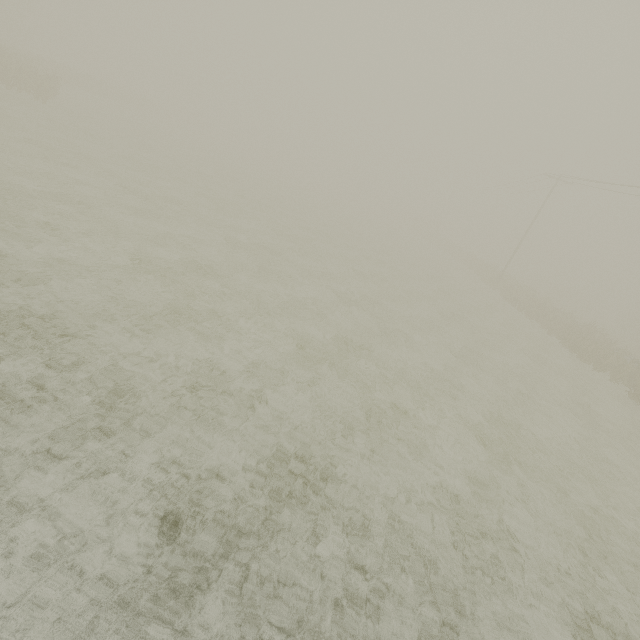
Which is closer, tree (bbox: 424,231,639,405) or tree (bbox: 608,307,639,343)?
tree (bbox: 424,231,639,405)

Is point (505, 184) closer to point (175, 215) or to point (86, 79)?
point (175, 215)

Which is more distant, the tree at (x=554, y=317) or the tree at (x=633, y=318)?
the tree at (x=633, y=318)
